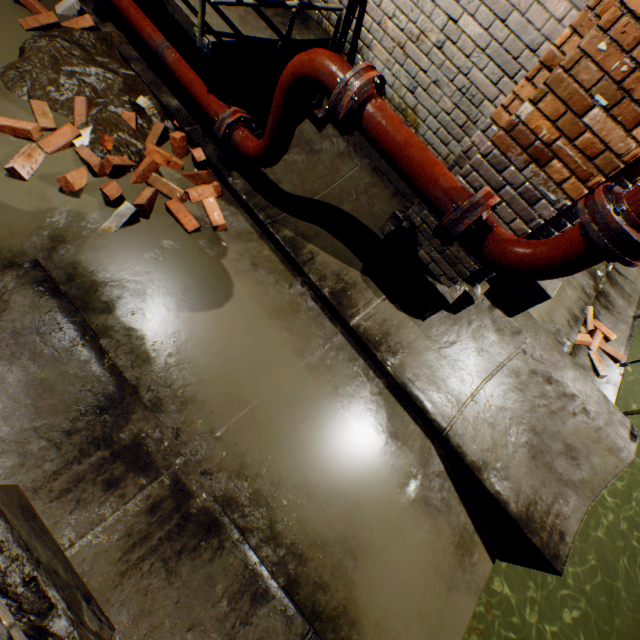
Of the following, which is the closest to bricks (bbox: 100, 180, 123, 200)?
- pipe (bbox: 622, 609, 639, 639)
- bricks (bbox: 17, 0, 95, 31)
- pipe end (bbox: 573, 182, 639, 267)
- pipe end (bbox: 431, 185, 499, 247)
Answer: bricks (bbox: 17, 0, 95, 31)

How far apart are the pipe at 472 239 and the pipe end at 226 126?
2.1m

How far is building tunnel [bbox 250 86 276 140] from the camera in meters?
3.4 m

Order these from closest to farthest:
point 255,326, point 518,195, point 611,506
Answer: point 518,195, point 255,326, point 611,506

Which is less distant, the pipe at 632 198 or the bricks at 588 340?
the pipe at 632 198

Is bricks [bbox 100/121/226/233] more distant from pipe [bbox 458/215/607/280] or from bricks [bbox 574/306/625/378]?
bricks [bbox 574/306/625/378]

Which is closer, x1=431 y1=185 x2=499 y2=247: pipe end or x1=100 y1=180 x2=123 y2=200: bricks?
x1=431 y1=185 x2=499 y2=247: pipe end

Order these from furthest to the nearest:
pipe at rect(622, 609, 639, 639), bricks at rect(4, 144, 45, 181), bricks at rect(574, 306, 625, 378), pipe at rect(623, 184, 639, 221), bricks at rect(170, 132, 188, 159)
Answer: pipe at rect(622, 609, 639, 639)
bricks at rect(574, 306, 625, 378)
bricks at rect(170, 132, 188, 159)
bricks at rect(4, 144, 45, 181)
pipe at rect(623, 184, 639, 221)
